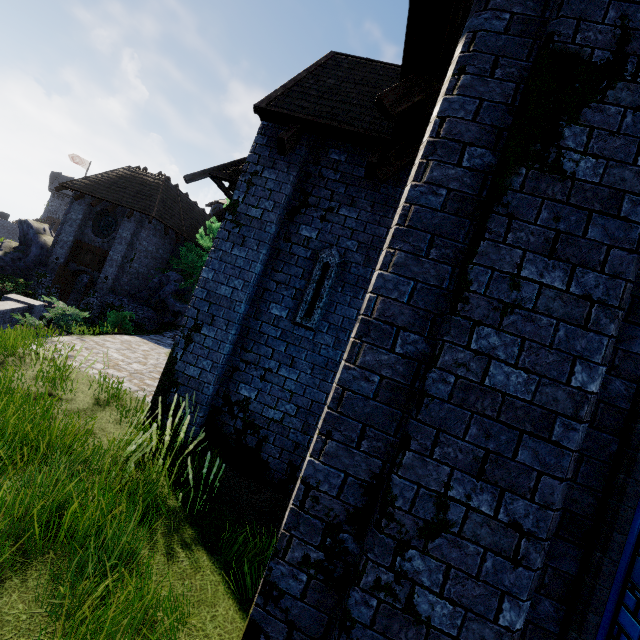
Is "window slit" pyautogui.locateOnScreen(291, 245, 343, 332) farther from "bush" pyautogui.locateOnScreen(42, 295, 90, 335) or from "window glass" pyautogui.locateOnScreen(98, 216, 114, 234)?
"window glass" pyautogui.locateOnScreen(98, 216, 114, 234)

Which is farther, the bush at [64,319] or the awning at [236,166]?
the bush at [64,319]

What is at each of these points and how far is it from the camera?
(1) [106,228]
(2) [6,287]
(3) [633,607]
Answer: (1) window glass, 20.6m
(2) bush, 17.3m
(3) window glass, 2.1m

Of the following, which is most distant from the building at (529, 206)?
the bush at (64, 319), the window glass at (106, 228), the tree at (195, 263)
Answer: the window glass at (106, 228)

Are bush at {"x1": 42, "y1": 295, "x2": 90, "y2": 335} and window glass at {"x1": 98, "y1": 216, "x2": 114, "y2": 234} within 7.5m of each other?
no

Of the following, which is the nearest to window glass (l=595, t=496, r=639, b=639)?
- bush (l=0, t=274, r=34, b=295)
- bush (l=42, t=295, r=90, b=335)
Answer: bush (l=42, t=295, r=90, b=335)

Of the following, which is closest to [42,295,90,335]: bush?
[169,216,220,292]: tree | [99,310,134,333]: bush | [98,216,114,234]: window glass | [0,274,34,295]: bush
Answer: [99,310,134,333]: bush

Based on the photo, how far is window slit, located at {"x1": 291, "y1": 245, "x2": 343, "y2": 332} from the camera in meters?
5.5
